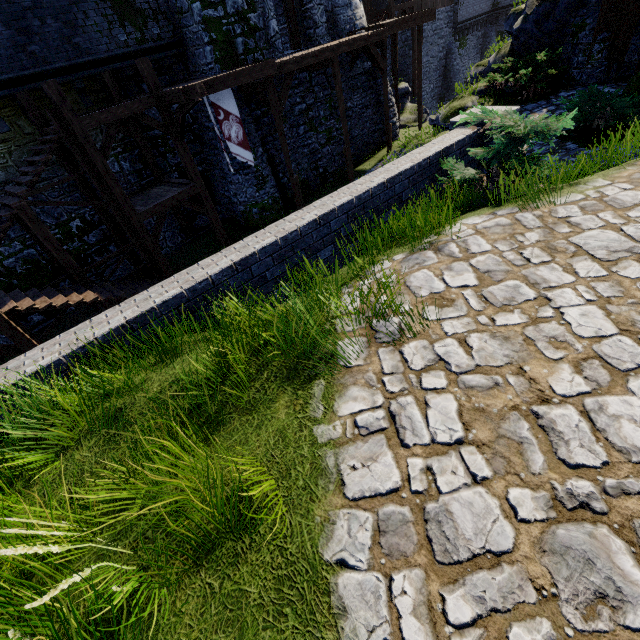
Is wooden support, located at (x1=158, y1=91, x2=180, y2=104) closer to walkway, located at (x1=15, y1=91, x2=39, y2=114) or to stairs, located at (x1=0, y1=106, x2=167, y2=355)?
walkway, located at (x1=15, y1=91, x2=39, y2=114)

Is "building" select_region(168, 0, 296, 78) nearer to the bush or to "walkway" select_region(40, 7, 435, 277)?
"walkway" select_region(40, 7, 435, 277)

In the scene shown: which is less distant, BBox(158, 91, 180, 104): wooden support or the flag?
BBox(158, 91, 180, 104): wooden support

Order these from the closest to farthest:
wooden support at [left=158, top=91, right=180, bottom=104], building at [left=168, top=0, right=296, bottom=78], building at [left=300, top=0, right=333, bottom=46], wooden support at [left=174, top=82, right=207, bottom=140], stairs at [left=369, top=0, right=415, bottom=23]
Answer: wooden support at [left=174, top=82, right=207, bottom=140] → wooden support at [left=158, top=91, right=180, bottom=104] → building at [left=168, top=0, right=296, bottom=78] → building at [left=300, top=0, right=333, bottom=46] → stairs at [left=369, top=0, right=415, bottom=23]

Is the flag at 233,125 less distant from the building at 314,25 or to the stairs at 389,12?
the building at 314,25

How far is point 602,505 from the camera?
1.6 meters

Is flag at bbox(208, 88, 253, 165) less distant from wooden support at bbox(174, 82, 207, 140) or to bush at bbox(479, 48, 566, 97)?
wooden support at bbox(174, 82, 207, 140)

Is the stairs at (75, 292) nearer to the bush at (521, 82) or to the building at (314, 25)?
the building at (314, 25)
